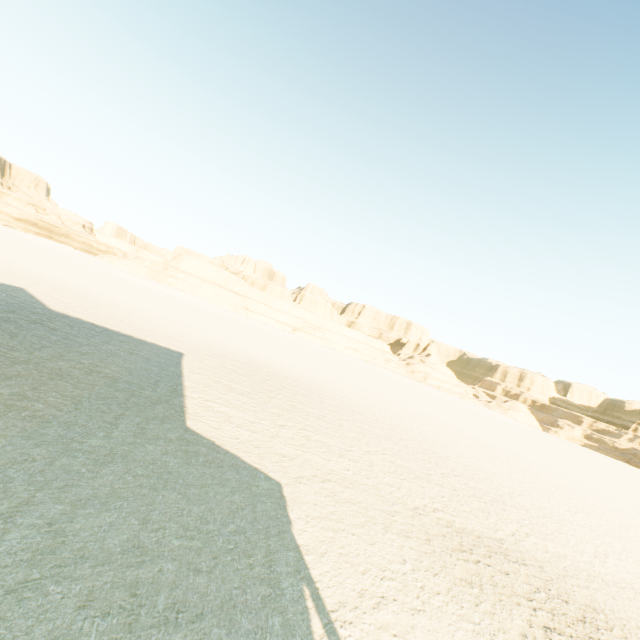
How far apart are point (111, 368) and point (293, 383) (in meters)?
11.54
